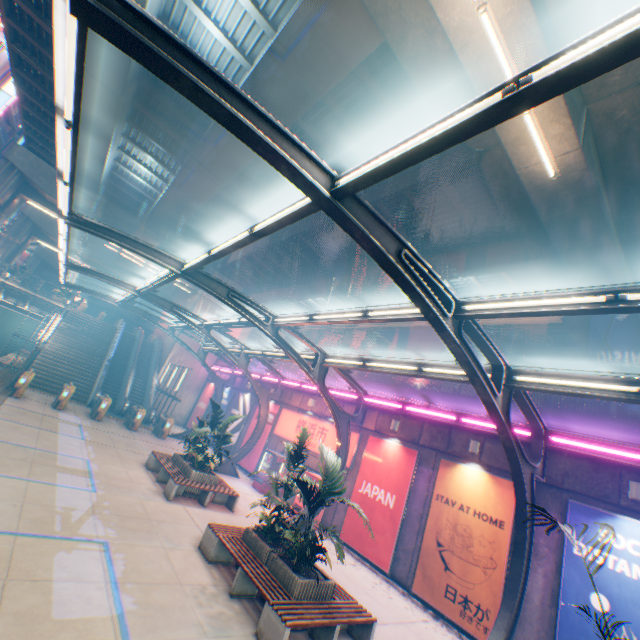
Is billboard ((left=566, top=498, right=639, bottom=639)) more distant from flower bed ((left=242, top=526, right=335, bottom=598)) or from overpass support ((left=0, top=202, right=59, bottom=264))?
overpass support ((left=0, top=202, right=59, bottom=264))

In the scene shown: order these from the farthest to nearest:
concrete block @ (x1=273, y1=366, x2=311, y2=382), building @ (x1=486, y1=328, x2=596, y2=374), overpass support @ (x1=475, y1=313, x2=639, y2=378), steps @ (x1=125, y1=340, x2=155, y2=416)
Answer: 1. building @ (x1=486, y1=328, x2=596, y2=374)
2. steps @ (x1=125, y1=340, x2=155, y2=416)
3. concrete block @ (x1=273, y1=366, x2=311, y2=382)
4. overpass support @ (x1=475, y1=313, x2=639, y2=378)

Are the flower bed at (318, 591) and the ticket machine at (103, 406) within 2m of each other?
no

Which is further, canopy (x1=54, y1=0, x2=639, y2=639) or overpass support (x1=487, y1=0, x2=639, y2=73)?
overpass support (x1=487, y1=0, x2=639, y2=73)

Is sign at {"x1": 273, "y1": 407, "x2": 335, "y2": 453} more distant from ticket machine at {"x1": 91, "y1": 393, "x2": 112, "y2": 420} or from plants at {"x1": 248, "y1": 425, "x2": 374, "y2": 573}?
ticket machine at {"x1": 91, "y1": 393, "x2": 112, "y2": 420}

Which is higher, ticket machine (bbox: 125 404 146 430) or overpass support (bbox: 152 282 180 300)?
overpass support (bbox: 152 282 180 300)

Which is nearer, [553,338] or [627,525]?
[627,525]

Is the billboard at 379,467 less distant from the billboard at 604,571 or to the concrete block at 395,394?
the concrete block at 395,394
